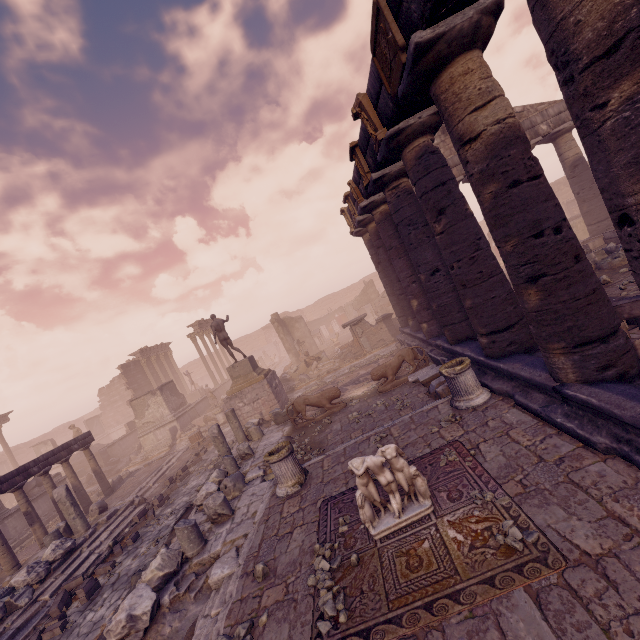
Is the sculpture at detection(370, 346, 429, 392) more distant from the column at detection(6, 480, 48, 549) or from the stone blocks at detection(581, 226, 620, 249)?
the column at detection(6, 480, 48, 549)

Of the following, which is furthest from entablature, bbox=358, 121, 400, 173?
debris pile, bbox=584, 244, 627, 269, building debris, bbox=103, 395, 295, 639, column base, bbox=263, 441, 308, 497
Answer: building debris, bbox=103, 395, 295, 639

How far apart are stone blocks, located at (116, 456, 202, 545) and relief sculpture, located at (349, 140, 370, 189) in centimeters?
1283cm

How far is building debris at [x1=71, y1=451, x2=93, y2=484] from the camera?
23.2 meters

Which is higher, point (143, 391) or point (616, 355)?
point (143, 391)

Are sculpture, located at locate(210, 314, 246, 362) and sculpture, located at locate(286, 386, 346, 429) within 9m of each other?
yes

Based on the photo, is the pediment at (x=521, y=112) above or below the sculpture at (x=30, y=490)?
above

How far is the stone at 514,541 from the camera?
3.49m
